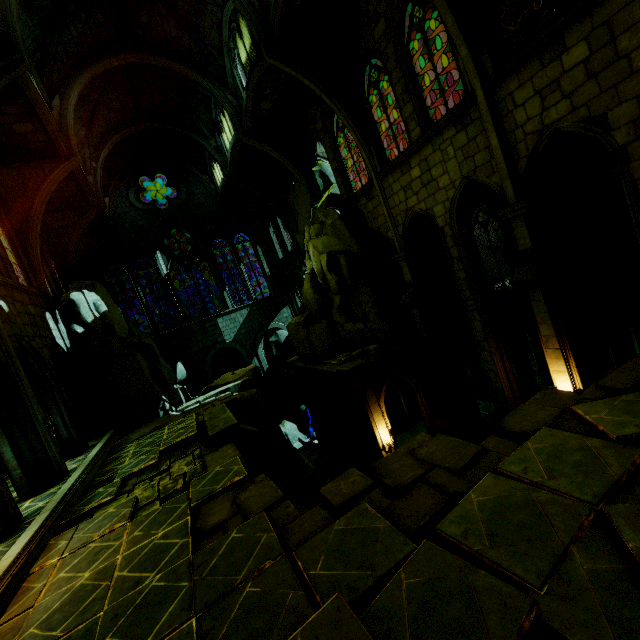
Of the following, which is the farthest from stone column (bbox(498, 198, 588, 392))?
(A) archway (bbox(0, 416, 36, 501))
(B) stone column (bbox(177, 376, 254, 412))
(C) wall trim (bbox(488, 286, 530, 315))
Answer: (A) archway (bbox(0, 416, 36, 501))

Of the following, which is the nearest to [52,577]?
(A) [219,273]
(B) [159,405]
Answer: (B) [159,405]

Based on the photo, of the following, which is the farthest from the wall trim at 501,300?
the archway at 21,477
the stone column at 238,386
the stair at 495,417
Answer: the archway at 21,477

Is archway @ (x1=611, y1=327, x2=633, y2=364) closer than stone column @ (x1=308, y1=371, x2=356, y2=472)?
Yes

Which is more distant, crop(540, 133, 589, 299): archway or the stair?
the stair

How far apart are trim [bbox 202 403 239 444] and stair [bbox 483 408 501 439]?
13.5 meters

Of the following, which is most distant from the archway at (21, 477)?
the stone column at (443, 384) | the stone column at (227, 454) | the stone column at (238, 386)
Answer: the stone column at (443, 384)

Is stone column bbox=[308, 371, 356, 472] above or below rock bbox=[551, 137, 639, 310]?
below
